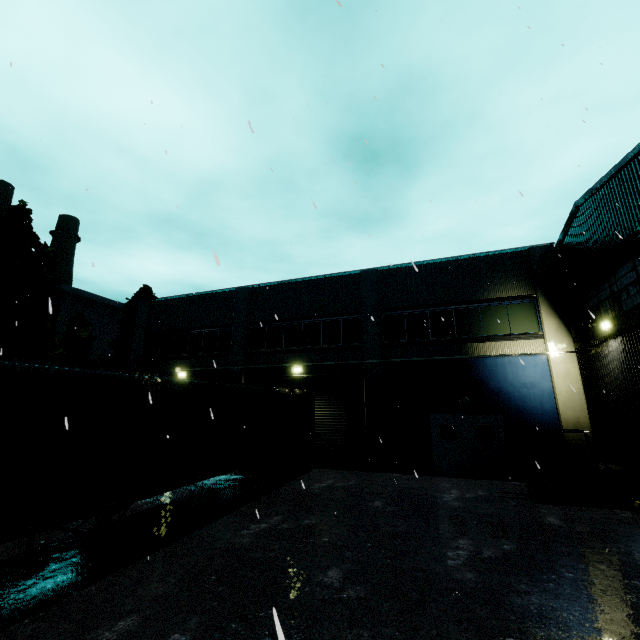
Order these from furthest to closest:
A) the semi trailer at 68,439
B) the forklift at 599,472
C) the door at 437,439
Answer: the door at 437,439
the forklift at 599,472
the semi trailer at 68,439

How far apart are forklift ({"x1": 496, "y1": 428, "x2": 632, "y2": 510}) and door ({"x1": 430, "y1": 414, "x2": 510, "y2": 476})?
2.3m

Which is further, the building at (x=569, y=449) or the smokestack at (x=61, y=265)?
the smokestack at (x=61, y=265)

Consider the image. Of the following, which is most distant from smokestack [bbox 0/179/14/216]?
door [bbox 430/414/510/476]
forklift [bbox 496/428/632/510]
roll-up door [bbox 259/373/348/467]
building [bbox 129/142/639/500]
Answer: forklift [bbox 496/428/632/510]

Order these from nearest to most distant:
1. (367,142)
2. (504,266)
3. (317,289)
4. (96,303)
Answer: (367,142) → (504,266) → (317,289) → (96,303)

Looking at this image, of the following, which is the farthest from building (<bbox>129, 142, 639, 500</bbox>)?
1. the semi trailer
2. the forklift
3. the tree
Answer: the semi trailer

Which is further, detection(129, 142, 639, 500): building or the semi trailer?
detection(129, 142, 639, 500): building

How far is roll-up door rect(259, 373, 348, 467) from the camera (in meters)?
16.09
